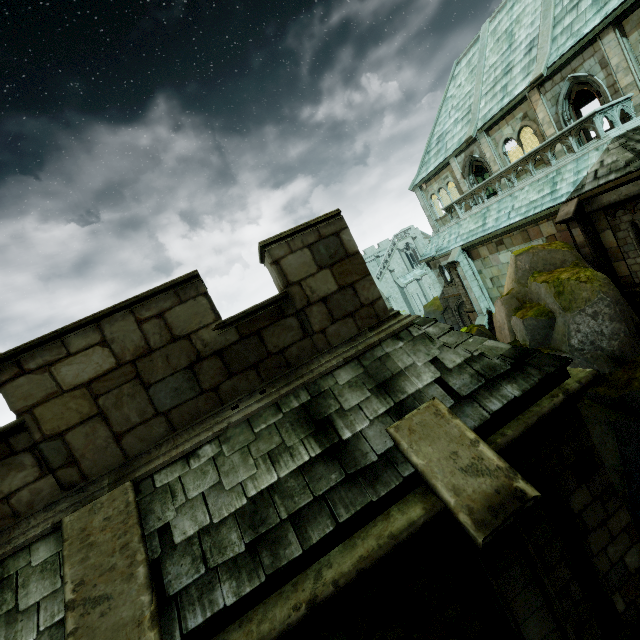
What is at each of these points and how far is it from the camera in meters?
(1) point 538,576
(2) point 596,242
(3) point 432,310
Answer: (1) stone column, 3.7
(2) stone column, 12.8
(3) rock, 40.2

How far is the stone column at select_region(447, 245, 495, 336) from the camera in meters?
19.3

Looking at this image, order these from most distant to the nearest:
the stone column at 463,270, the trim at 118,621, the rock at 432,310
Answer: the rock at 432,310 < the stone column at 463,270 < the trim at 118,621

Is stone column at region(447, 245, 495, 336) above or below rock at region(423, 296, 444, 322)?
above

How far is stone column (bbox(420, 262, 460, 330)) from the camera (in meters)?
26.77

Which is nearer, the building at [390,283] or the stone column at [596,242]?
the stone column at [596,242]

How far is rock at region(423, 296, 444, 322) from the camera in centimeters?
3900cm

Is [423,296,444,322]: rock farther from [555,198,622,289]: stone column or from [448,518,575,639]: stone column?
[448,518,575,639]: stone column
